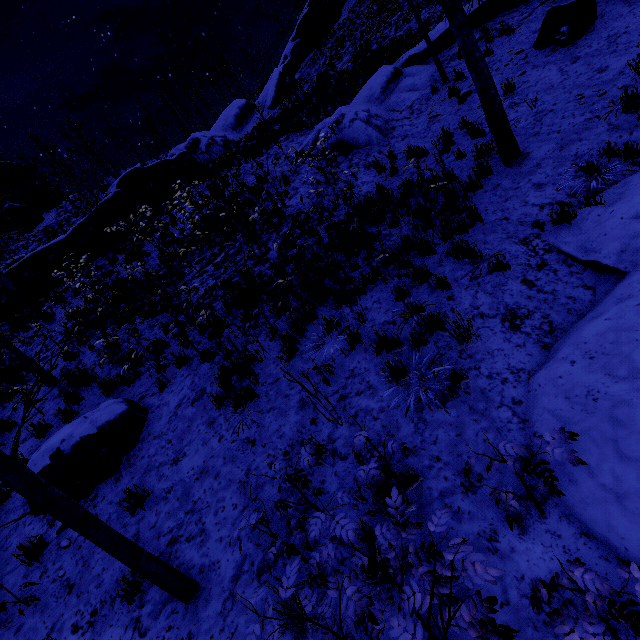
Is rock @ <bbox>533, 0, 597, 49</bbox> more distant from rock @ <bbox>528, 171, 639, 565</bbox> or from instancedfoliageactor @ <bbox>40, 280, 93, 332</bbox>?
instancedfoliageactor @ <bbox>40, 280, 93, 332</bbox>

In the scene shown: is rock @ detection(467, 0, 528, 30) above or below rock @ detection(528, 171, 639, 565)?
above

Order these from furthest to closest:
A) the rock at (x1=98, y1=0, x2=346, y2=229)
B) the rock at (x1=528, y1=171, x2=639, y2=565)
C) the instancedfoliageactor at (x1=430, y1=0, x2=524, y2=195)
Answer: the rock at (x1=98, y1=0, x2=346, y2=229) → the instancedfoliageactor at (x1=430, y1=0, x2=524, y2=195) → the rock at (x1=528, y1=171, x2=639, y2=565)

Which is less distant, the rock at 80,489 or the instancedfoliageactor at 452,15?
the rock at 80,489

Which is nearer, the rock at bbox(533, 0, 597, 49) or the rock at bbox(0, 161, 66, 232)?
the rock at bbox(533, 0, 597, 49)

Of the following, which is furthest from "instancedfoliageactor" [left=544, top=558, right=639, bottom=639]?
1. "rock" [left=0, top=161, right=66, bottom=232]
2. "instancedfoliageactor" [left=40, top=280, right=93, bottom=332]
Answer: "rock" [left=0, top=161, right=66, bottom=232]

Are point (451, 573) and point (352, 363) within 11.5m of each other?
yes

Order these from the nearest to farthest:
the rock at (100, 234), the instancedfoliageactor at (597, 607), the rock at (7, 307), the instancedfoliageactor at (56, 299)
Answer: the instancedfoliageactor at (597, 607)
the instancedfoliageactor at (56, 299)
the rock at (7, 307)
the rock at (100, 234)
